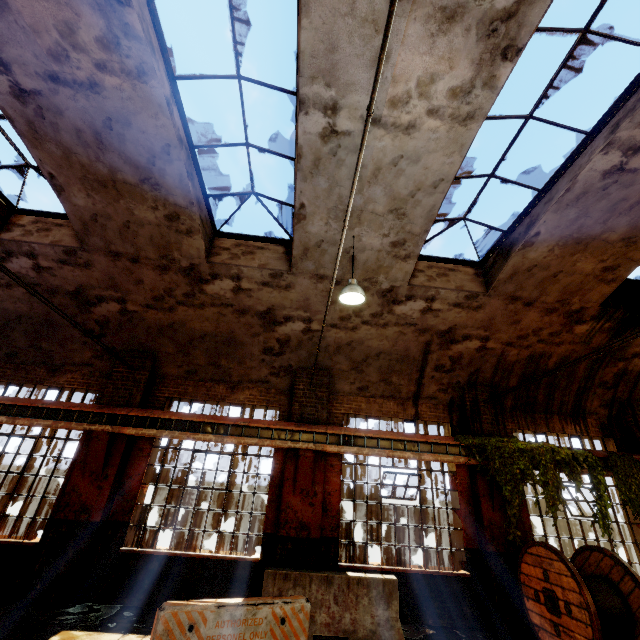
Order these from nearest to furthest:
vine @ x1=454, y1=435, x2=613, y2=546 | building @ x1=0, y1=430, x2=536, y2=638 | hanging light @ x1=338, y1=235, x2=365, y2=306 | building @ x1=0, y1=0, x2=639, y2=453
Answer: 1. building @ x1=0, y1=0, x2=639, y2=453
2. hanging light @ x1=338, y1=235, x2=365, y2=306
3. building @ x1=0, y1=430, x2=536, y2=638
4. vine @ x1=454, y1=435, x2=613, y2=546

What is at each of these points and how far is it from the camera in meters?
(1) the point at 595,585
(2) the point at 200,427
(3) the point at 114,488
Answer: (1) cable drum, 6.1 m
(2) beam, 8.1 m
(3) building, 7.7 m

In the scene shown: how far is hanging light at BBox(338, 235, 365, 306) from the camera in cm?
614

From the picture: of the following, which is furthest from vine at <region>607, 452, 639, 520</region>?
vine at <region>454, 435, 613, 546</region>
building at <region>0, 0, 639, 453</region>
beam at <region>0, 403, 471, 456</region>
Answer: beam at <region>0, 403, 471, 456</region>

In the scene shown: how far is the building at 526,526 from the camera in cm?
782

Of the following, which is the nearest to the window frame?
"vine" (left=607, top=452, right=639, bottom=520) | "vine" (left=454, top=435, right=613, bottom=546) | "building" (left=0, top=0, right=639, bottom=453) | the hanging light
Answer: "building" (left=0, top=0, right=639, bottom=453)

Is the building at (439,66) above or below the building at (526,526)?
above

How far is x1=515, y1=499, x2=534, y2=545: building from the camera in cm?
782
